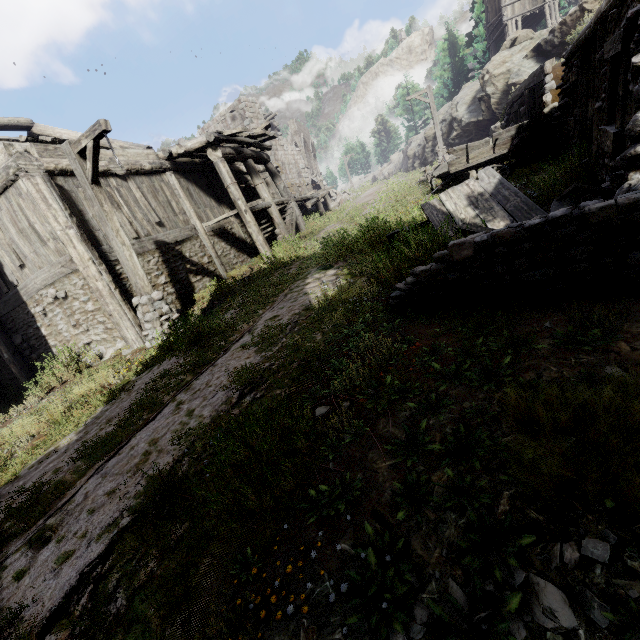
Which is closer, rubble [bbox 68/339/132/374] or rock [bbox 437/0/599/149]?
rubble [bbox 68/339/132/374]

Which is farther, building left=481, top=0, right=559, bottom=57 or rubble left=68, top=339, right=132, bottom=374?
building left=481, top=0, right=559, bottom=57

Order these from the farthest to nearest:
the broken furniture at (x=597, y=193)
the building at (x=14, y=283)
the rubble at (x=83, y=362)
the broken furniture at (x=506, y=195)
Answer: the rubble at (x=83, y=362)
the building at (x=14, y=283)
the broken furniture at (x=506, y=195)
the broken furniture at (x=597, y=193)

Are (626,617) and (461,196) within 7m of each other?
yes

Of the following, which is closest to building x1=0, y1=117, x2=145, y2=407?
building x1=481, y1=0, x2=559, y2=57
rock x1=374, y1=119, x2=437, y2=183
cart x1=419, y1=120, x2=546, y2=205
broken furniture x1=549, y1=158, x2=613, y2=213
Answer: rock x1=374, y1=119, x2=437, y2=183

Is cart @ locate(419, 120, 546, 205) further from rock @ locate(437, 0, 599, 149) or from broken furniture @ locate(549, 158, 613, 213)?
rock @ locate(437, 0, 599, 149)

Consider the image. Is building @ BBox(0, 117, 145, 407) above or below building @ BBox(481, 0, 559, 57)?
below

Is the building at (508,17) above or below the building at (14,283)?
above
